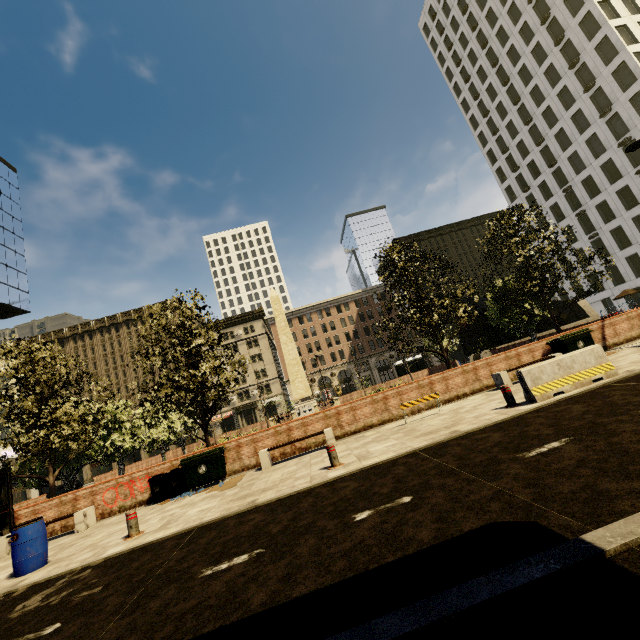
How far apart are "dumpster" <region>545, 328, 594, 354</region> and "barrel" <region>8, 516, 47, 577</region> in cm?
1733

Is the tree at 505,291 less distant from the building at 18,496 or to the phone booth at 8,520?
the phone booth at 8,520

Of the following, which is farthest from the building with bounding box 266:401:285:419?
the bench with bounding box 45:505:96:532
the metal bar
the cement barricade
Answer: the cement barricade

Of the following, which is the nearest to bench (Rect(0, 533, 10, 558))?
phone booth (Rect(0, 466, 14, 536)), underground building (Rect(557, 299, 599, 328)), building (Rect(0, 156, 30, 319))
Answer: phone booth (Rect(0, 466, 14, 536))

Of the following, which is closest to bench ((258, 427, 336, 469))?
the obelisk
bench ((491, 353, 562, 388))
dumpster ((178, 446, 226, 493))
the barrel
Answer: dumpster ((178, 446, 226, 493))

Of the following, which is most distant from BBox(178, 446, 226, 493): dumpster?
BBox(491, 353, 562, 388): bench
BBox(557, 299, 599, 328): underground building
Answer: BBox(557, 299, 599, 328): underground building

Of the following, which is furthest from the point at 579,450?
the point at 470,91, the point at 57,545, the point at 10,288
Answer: the point at 470,91

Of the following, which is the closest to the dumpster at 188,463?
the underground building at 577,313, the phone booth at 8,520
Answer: the phone booth at 8,520
